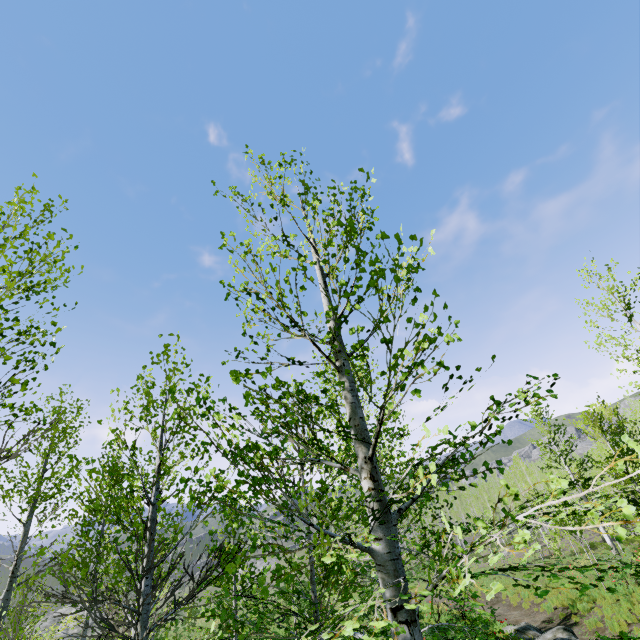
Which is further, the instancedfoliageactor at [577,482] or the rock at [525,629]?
the rock at [525,629]

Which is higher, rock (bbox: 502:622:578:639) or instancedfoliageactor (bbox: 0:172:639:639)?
instancedfoliageactor (bbox: 0:172:639:639)

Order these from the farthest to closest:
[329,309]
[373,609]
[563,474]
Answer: [563,474] < [373,609] < [329,309]

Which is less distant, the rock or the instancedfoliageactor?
the instancedfoliageactor

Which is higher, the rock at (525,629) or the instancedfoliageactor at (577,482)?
the instancedfoliageactor at (577,482)
